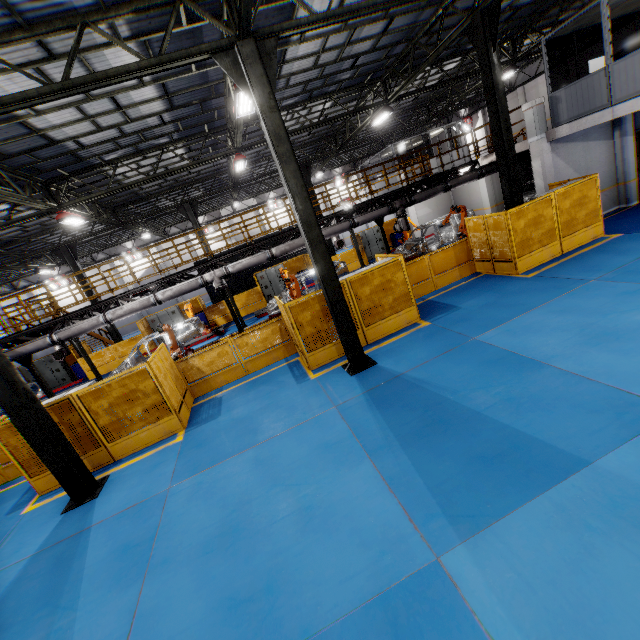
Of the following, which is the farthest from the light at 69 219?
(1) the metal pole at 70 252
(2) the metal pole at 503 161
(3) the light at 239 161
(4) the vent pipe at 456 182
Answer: (2) the metal pole at 503 161

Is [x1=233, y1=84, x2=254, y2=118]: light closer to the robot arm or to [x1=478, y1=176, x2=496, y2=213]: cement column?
the robot arm

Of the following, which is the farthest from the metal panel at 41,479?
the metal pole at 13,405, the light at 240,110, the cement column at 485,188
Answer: the light at 240,110

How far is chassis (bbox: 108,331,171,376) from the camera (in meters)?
14.71

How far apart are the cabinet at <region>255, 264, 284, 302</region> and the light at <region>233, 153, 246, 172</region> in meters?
8.1 m

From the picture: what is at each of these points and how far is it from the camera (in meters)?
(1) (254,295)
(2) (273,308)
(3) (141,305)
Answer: (1) metal panel, 21.88
(2) chassis, 15.95
(3) vent pipe, 12.83

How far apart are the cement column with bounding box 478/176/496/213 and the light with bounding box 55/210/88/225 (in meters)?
22.10

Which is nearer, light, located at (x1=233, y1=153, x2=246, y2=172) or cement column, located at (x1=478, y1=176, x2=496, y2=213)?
light, located at (x1=233, y1=153, x2=246, y2=172)
